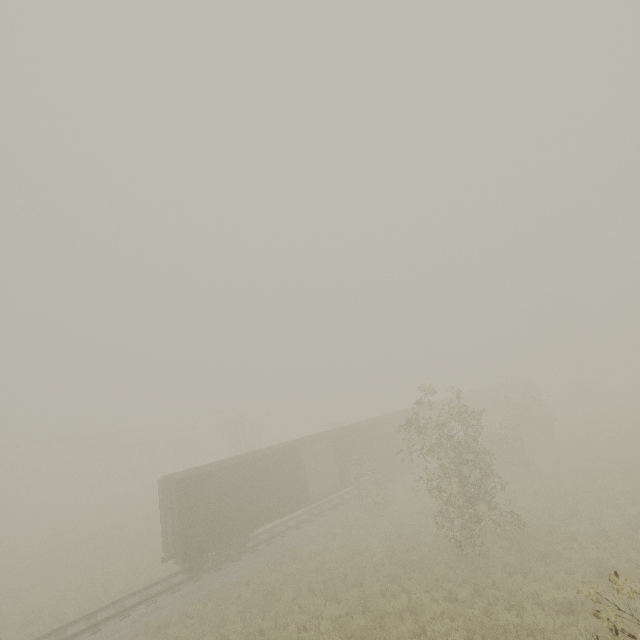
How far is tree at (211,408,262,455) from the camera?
36.25m

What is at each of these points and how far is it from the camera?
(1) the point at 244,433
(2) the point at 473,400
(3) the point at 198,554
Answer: (1) tree, 37.9m
(2) boxcar, 38.2m
(3) boxcar, 15.7m

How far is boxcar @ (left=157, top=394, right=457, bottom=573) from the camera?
→ 16.2 meters

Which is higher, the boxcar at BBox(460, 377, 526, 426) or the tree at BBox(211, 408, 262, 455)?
the tree at BBox(211, 408, 262, 455)

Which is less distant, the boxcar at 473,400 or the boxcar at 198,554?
the boxcar at 198,554

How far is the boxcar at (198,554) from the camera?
16.2m

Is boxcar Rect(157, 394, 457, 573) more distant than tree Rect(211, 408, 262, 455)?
No
